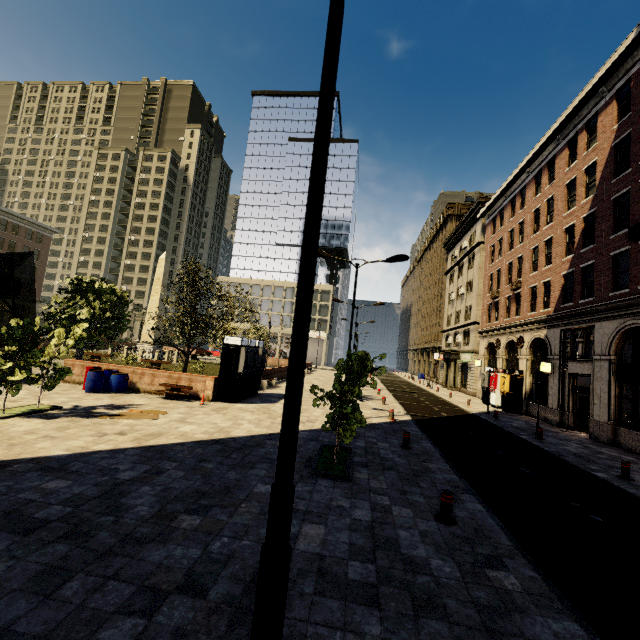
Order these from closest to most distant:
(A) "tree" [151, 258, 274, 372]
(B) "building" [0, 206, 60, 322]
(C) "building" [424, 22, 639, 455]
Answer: (C) "building" [424, 22, 639, 455], (A) "tree" [151, 258, 274, 372], (B) "building" [0, 206, 60, 322]

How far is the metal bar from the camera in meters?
6.2

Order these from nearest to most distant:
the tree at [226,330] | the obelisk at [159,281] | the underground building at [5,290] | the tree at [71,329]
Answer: the tree at [71,329], the underground building at [5,290], the tree at [226,330], the obelisk at [159,281]

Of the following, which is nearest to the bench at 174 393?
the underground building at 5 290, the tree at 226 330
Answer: the tree at 226 330

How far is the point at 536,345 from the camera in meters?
23.4

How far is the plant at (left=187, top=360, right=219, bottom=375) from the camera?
26.9m

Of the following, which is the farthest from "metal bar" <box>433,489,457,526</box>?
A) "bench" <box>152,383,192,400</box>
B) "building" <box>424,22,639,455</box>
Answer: "bench" <box>152,383,192,400</box>

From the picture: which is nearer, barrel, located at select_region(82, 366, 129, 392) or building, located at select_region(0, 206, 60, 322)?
barrel, located at select_region(82, 366, 129, 392)
